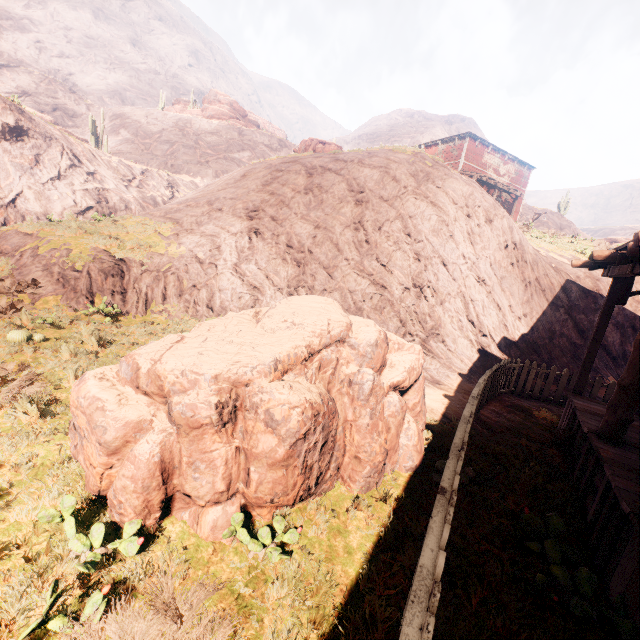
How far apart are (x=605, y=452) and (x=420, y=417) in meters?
2.5

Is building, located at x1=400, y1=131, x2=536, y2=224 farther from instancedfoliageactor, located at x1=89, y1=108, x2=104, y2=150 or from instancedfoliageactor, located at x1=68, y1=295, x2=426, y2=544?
instancedfoliageactor, located at x1=89, y1=108, x2=104, y2=150

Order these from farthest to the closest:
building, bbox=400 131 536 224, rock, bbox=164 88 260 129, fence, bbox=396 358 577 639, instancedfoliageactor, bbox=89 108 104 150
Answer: rock, bbox=164 88 260 129, instancedfoliageactor, bbox=89 108 104 150, building, bbox=400 131 536 224, fence, bbox=396 358 577 639

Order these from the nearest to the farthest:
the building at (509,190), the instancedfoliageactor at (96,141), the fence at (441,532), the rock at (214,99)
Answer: the fence at (441,532) < the building at (509,190) < the instancedfoliageactor at (96,141) < the rock at (214,99)

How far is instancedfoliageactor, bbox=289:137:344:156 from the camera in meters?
17.8 m

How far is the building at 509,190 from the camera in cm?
2684

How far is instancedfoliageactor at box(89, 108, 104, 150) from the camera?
34.1m

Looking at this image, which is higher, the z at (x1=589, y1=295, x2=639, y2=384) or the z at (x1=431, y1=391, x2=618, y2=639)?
the z at (x1=589, y1=295, x2=639, y2=384)
